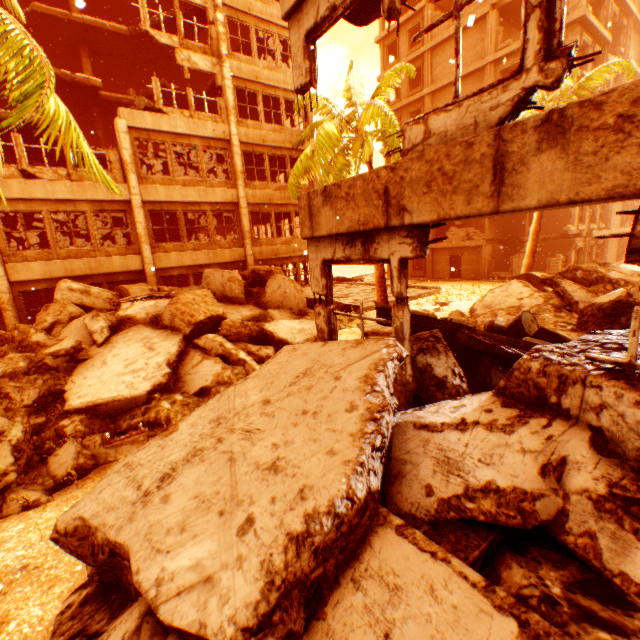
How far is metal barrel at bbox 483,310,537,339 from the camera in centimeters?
621cm

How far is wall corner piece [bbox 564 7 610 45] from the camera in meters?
18.3

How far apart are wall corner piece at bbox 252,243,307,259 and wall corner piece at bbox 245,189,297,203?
2.2 meters

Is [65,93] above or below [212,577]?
above

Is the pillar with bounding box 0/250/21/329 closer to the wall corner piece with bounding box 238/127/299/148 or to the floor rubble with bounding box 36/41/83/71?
the floor rubble with bounding box 36/41/83/71

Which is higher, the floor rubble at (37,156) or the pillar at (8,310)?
the floor rubble at (37,156)

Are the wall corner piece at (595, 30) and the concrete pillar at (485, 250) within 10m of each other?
no

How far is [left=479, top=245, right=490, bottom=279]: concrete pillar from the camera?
25.1m
